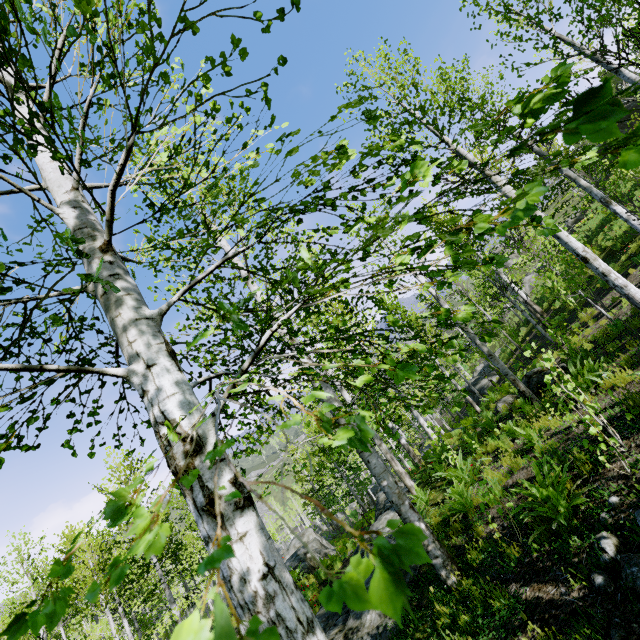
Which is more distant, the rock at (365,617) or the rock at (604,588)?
the rock at (365,617)

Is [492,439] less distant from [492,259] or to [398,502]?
[398,502]

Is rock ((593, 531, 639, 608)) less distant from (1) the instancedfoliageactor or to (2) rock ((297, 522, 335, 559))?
(1) the instancedfoliageactor

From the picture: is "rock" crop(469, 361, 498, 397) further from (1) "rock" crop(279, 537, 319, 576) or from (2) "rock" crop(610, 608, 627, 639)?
(2) "rock" crop(610, 608, 627, 639)

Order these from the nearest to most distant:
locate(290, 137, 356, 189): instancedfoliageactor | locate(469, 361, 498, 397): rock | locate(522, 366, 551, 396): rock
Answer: locate(290, 137, 356, 189): instancedfoliageactor < locate(522, 366, 551, 396): rock < locate(469, 361, 498, 397): rock

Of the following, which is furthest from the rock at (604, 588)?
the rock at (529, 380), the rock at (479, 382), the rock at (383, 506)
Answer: the rock at (479, 382)

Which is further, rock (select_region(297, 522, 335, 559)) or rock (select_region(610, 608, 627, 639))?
rock (select_region(297, 522, 335, 559))

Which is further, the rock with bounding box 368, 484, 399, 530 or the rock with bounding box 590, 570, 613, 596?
the rock with bounding box 368, 484, 399, 530
